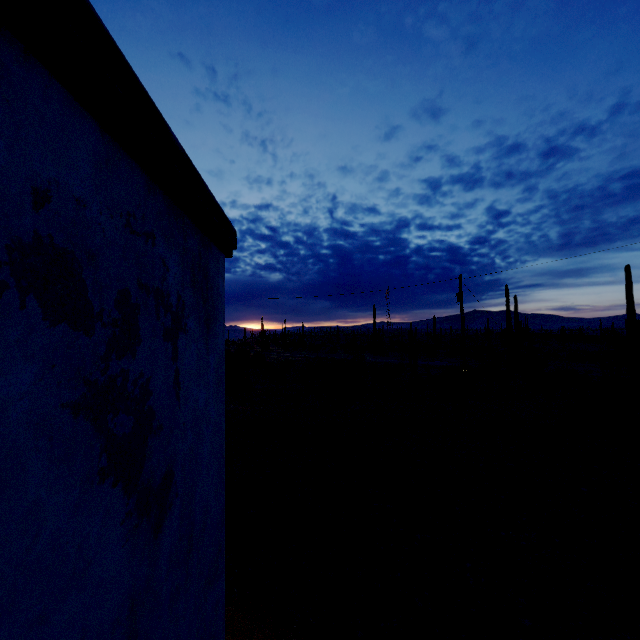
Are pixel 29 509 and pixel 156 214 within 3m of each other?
yes
